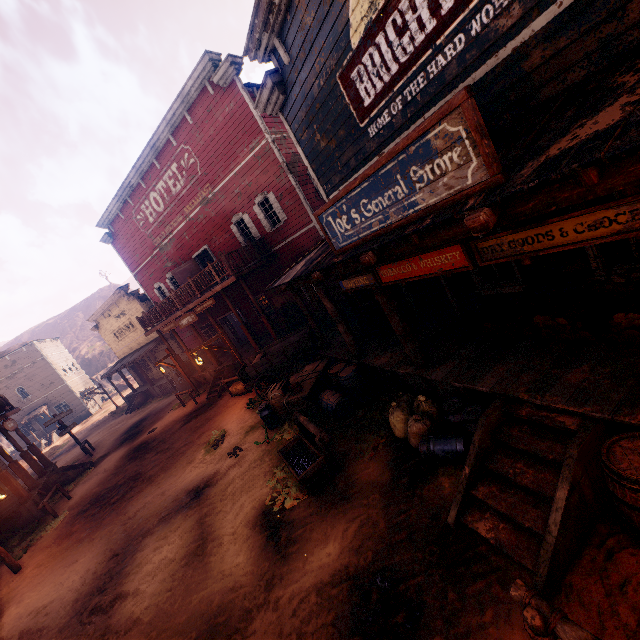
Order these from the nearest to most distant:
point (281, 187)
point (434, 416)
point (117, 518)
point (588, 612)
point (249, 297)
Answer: point (588, 612) → point (434, 416) → point (117, 518) → point (281, 187) → point (249, 297)

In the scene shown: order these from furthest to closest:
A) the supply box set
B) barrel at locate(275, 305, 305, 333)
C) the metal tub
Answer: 1. barrel at locate(275, 305, 305, 333)
2. the metal tub
3. the supply box set

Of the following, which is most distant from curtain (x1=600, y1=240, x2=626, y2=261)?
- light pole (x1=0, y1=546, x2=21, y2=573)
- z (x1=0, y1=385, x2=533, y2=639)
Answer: light pole (x1=0, y1=546, x2=21, y2=573)

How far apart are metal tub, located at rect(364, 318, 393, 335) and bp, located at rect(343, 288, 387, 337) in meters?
0.0

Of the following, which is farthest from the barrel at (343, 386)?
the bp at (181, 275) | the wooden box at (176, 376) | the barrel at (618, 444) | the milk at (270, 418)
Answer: the wooden box at (176, 376)

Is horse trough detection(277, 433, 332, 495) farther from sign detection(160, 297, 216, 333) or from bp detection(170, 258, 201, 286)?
bp detection(170, 258, 201, 286)

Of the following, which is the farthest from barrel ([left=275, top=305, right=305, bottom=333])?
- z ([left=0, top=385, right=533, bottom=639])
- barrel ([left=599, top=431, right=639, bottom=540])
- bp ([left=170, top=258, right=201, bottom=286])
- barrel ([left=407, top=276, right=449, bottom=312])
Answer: barrel ([left=599, top=431, right=639, bottom=540])

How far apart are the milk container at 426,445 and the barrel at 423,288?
3.8m
